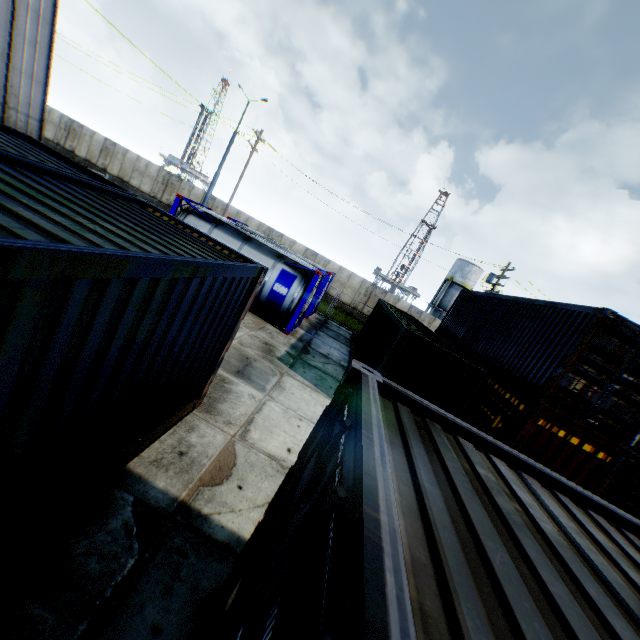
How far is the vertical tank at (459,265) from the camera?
44.74m

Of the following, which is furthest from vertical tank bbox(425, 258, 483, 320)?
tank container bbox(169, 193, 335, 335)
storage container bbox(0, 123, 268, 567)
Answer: storage container bbox(0, 123, 268, 567)

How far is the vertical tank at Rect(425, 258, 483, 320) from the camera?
Answer: 44.7m

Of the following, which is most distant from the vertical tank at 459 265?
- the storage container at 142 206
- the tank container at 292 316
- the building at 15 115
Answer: the storage container at 142 206

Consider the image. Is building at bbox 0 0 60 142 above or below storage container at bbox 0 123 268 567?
above

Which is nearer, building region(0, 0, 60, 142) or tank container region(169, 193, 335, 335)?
building region(0, 0, 60, 142)

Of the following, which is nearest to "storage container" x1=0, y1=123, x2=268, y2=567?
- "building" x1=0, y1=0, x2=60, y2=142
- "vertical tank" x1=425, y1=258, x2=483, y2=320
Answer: "building" x1=0, y1=0, x2=60, y2=142

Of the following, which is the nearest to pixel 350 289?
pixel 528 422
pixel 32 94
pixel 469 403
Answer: pixel 469 403
